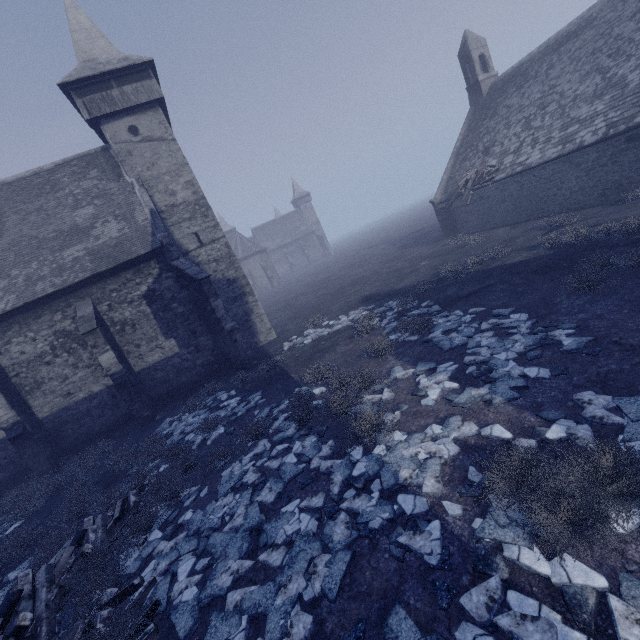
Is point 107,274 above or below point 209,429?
above

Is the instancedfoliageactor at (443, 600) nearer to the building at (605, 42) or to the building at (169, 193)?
the building at (169, 193)

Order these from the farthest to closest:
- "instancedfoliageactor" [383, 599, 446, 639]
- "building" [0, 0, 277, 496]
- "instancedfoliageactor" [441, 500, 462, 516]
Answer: "building" [0, 0, 277, 496] < "instancedfoliageactor" [441, 500, 462, 516] < "instancedfoliageactor" [383, 599, 446, 639]

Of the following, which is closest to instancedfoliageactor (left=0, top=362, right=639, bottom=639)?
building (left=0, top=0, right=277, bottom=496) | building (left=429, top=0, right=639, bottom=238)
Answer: building (left=0, top=0, right=277, bottom=496)

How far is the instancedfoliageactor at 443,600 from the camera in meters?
3.4

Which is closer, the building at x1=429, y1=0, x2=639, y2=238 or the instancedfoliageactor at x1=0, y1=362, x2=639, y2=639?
the instancedfoliageactor at x1=0, y1=362, x2=639, y2=639

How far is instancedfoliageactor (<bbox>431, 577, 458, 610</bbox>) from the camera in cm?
344
